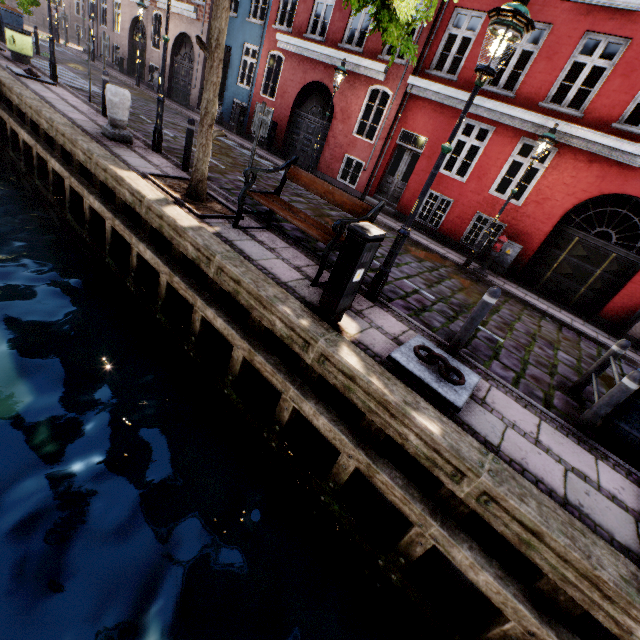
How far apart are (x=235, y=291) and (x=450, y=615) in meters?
4.4

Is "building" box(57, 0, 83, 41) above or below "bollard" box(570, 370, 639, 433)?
above

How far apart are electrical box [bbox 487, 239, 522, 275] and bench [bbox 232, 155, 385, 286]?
7.3m

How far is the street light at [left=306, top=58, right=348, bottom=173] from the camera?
10.8m

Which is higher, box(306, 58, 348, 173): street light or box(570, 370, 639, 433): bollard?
box(306, 58, 348, 173): street light

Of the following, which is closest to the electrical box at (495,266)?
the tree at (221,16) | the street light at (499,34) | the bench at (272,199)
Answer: the street light at (499,34)

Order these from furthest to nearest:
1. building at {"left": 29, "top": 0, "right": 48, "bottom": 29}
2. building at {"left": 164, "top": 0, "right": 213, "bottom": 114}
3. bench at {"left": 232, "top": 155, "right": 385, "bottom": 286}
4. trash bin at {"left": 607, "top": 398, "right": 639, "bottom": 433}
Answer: building at {"left": 29, "top": 0, "right": 48, "bottom": 29} < building at {"left": 164, "top": 0, "right": 213, "bottom": 114} < bench at {"left": 232, "top": 155, "right": 385, "bottom": 286} < trash bin at {"left": 607, "top": 398, "right": 639, "bottom": 433}

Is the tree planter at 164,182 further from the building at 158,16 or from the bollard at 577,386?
the building at 158,16
